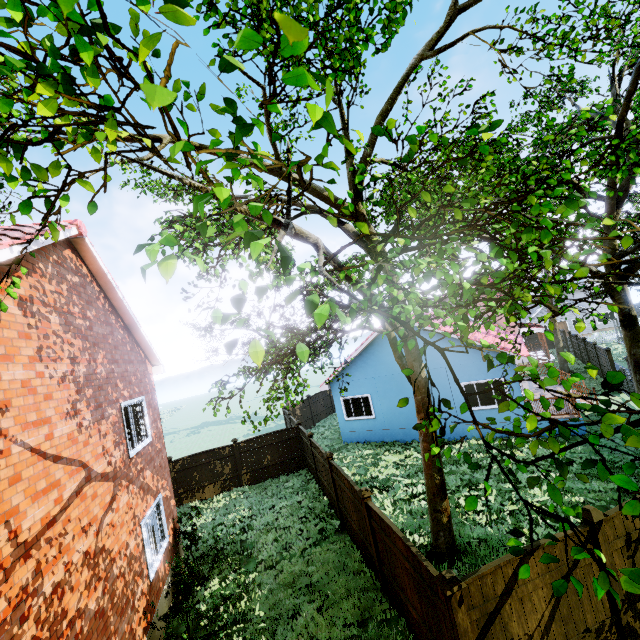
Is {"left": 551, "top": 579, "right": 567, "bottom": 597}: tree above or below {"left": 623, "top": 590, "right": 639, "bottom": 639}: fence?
above

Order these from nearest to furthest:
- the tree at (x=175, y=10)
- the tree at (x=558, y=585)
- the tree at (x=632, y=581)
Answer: the tree at (x=175, y=10) → the tree at (x=632, y=581) → the tree at (x=558, y=585)

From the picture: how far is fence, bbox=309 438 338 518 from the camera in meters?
11.7 m

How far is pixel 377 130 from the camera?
2.73m

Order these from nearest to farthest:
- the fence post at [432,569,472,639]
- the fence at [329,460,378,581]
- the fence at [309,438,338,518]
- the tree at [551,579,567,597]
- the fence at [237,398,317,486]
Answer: the tree at [551,579,567,597], the fence post at [432,569,472,639], the fence at [329,460,378,581], the fence at [309,438,338,518], the fence at [237,398,317,486]

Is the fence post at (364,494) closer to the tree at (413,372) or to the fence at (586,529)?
the fence at (586,529)

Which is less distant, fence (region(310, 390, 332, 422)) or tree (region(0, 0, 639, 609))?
tree (region(0, 0, 639, 609))
